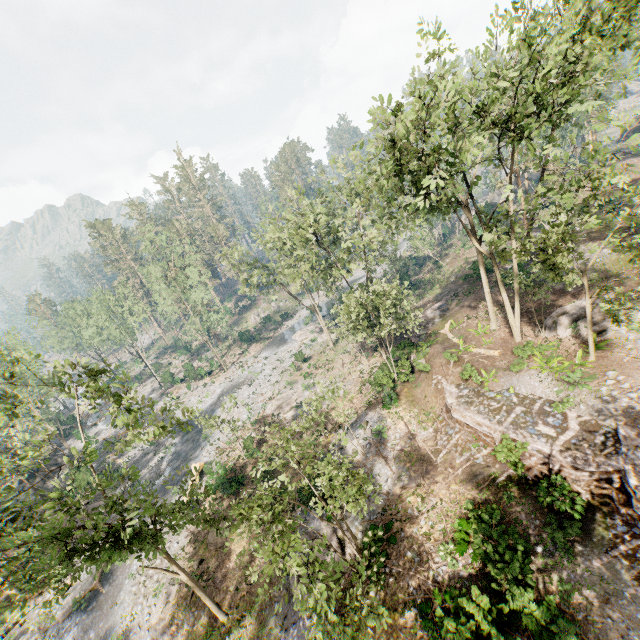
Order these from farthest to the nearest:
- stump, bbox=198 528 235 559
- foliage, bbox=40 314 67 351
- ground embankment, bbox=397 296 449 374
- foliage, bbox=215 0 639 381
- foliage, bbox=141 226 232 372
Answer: foliage, bbox=40 314 67 351
foliage, bbox=141 226 232 372
ground embankment, bbox=397 296 449 374
stump, bbox=198 528 235 559
foliage, bbox=215 0 639 381

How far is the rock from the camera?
41.1m

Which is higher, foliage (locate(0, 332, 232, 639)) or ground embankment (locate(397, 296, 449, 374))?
foliage (locate(0, 332, 232, 639))

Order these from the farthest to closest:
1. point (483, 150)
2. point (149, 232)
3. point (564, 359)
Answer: point (149, 232), point (483, 150), point (564, 359)

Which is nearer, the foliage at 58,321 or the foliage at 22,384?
the foliage at 22,384

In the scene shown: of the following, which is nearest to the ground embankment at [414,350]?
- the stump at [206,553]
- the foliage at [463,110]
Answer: the foliage at [463,110]

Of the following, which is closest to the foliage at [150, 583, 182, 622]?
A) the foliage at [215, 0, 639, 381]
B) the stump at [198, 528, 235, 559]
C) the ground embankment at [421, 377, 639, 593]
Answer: the stump at [198, 528, 235, 559]

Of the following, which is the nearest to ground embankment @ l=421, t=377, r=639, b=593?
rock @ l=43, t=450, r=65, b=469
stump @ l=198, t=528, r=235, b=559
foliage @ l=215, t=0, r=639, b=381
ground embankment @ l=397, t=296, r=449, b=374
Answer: foliage @ l=215, t=0, r=639, b=381
